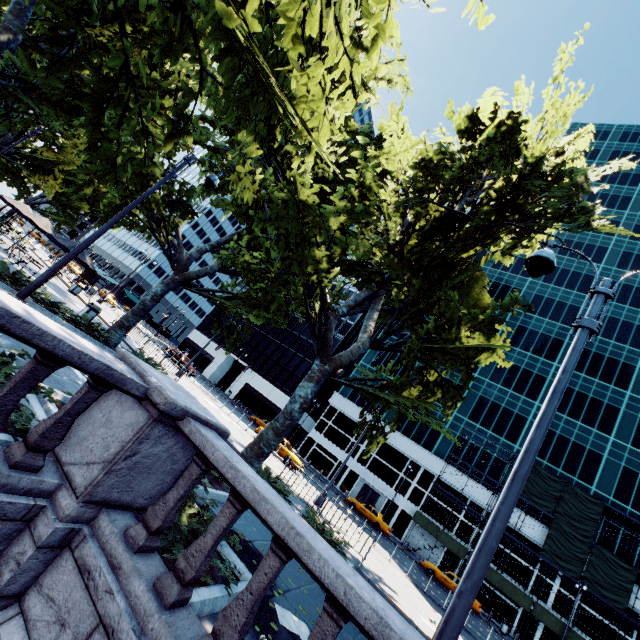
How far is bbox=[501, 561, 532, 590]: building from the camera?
33.6m

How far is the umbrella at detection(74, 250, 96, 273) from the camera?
16.7 meters

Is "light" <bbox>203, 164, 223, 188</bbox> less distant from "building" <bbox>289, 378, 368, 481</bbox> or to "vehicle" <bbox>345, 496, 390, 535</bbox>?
"vehicle" <bbox>345, 496, 390, 535</bbox>

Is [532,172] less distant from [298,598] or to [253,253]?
[253,253]

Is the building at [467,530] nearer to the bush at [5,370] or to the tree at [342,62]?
the tree at [342,62]

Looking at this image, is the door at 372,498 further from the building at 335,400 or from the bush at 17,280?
the bush at 17,280

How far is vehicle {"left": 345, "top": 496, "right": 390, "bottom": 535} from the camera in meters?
31.5

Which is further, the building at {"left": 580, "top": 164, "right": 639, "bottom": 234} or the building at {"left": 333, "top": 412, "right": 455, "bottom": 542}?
the building at {"left": 580, "top": 164, "right": 639, "bottom": 234}
